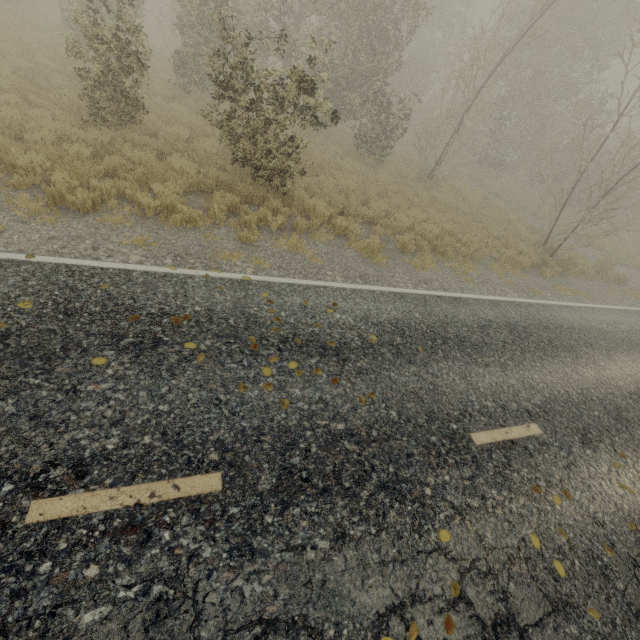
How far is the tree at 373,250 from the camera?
8.3 meters

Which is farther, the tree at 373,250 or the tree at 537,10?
the tree at 373,250

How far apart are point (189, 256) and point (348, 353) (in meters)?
3.58

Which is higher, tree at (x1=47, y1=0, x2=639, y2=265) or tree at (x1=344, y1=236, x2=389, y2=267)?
tree at (x1=47, y1=0, x2=639, y2=265)

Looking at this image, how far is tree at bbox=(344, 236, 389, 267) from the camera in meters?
8.3 m

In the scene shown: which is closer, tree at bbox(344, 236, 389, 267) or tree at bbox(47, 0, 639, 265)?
tree at bbox(47, 0, 639, 265)
